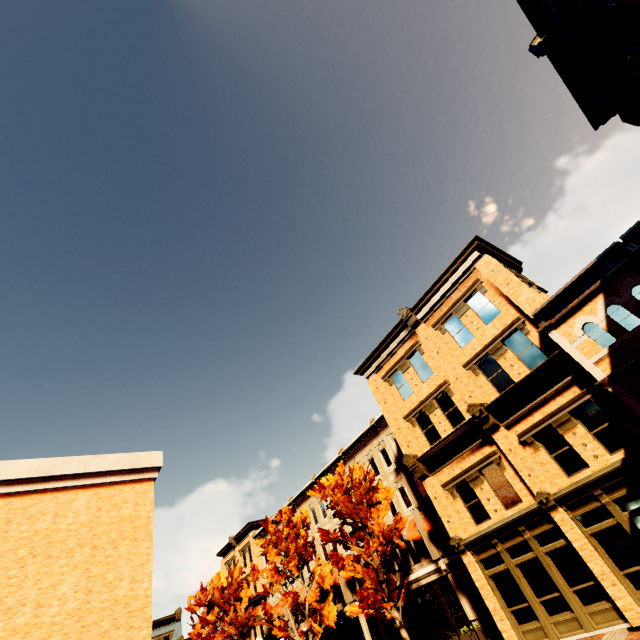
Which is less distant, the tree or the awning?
the tree

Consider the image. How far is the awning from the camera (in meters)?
20.17

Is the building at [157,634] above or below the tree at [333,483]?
above

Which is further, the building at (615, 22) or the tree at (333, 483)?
the tree at (333, 483)

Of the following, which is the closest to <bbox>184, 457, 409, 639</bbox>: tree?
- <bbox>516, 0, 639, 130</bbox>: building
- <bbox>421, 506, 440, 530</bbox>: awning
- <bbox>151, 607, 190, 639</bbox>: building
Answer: <bbox>516, 0, 639, 130</bbox>: building

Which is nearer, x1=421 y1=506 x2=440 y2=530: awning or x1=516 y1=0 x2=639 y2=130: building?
x1=516 y1=0 x2=639 y2=130: building

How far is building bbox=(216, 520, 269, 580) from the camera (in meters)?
37.52

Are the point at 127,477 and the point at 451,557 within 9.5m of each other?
no
